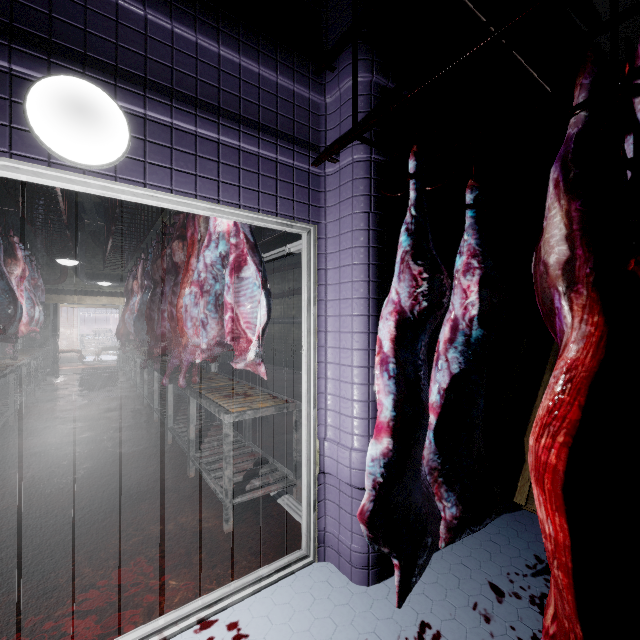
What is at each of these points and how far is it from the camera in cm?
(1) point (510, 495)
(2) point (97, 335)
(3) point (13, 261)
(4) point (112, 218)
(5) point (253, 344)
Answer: (1) pallet, 235
(2) instancedfoliageactor, 1830
(3) meat, 477
(4) rig, 566
(5) meat, 203

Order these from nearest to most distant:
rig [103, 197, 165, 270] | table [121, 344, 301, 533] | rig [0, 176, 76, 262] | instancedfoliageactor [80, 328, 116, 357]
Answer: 1. table [121, 344, 301, 533]
2. rig [0, 176, 76, 262]
3. rig [103, 197, 165, 270]
4. instancedfoliageactor [80, 328, 116, 357]

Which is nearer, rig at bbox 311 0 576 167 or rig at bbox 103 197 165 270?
rig at bbox 311 0 576 167

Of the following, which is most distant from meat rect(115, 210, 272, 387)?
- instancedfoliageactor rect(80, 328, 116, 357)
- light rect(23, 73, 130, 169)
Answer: instancedfoliageactor rect(80, 328, 116, 357)

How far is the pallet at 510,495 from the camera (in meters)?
2.36

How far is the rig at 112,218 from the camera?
4.50m

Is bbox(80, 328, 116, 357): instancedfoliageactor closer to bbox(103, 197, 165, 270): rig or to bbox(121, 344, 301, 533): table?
bbox(121, 344, 301, 533): table

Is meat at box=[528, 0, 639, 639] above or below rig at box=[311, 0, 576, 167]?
below
